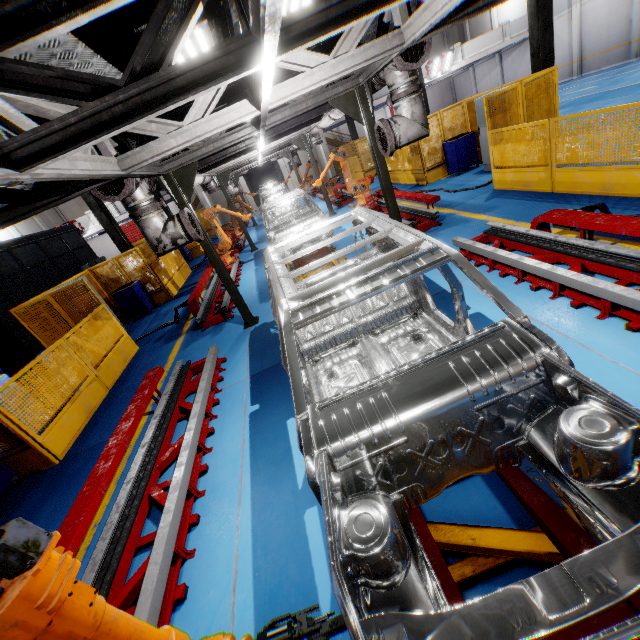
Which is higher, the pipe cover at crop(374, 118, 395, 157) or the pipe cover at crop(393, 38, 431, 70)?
the pipe cover at crop(393, 38, 431, 70)

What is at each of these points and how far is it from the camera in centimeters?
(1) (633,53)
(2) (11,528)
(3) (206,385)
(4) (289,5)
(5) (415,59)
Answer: (1) cement column, 1950cm
(2) robot arm, 106cm
(3) metal platform, 502cm
(4) light, 288cm
(5) pipe cover, 455cm

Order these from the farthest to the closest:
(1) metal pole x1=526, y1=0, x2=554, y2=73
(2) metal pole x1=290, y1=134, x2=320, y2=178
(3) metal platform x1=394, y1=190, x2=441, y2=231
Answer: (2) metal pole x1=290, y1=134, x2=320, y2=178 < (1) metal pole x1=526, y1=0, x2=554, y2=73 < (3) metal platform x1=394, y1=190, x2=441, y2=231

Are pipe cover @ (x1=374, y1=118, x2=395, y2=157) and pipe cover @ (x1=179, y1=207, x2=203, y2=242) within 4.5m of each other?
yes

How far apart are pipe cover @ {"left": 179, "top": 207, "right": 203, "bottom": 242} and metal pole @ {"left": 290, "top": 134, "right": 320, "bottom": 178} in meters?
9.2

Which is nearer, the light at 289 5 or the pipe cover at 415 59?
the light at 289 5

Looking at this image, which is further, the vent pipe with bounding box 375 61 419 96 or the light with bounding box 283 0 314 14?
the vent pipe with bounding box 375 61 419 96

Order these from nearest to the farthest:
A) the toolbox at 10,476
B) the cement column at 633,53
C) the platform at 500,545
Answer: the platform at 500,545 < the toolbox at 10,476 < the cement column at 633,53
